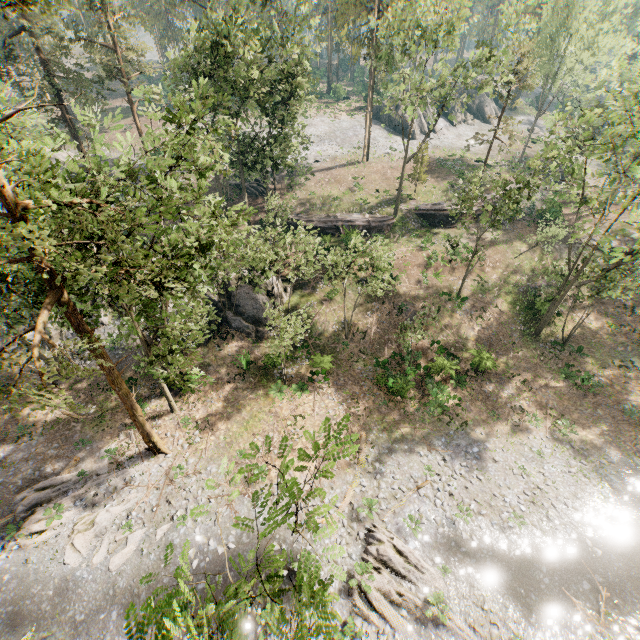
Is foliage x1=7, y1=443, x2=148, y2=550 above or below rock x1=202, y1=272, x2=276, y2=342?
below

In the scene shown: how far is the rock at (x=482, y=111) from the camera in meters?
59.4

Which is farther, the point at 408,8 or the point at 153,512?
the point at 408,8

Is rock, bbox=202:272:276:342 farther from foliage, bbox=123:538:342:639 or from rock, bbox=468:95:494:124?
rock, bbox=468:95:494:124

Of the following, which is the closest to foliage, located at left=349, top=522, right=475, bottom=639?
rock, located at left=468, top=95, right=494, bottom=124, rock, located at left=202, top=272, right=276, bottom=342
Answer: rock, located at left=468, top=95, right=494, bottom=124

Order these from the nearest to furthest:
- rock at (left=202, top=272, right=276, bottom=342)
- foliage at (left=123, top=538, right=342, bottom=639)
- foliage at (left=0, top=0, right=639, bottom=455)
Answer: foliage at (left=123, top=538, right=342, bottom=639), foliage at (left=0, top=0, right=639, bottom=455), rock at (left=202, top=272, right=276, bottom=342)

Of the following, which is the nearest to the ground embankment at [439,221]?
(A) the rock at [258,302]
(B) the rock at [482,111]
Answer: (A) the rock at [258,302]

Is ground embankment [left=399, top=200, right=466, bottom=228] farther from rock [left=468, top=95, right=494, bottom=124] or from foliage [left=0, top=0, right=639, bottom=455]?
rock [left=468, top=95, right=494, bottom=124]
